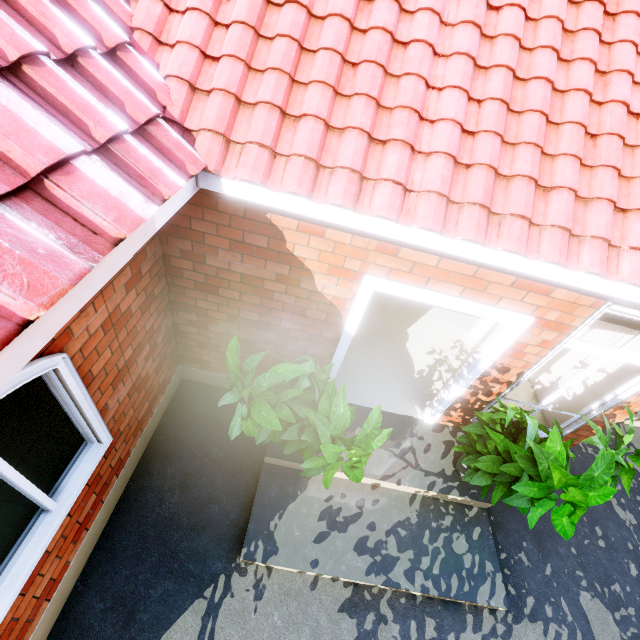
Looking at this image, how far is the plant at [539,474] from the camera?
2.7m

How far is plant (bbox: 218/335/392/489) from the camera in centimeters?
263cm

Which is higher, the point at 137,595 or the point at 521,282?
the point at 521,282

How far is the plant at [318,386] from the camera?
2.6m

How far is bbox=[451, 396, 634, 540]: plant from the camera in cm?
269
